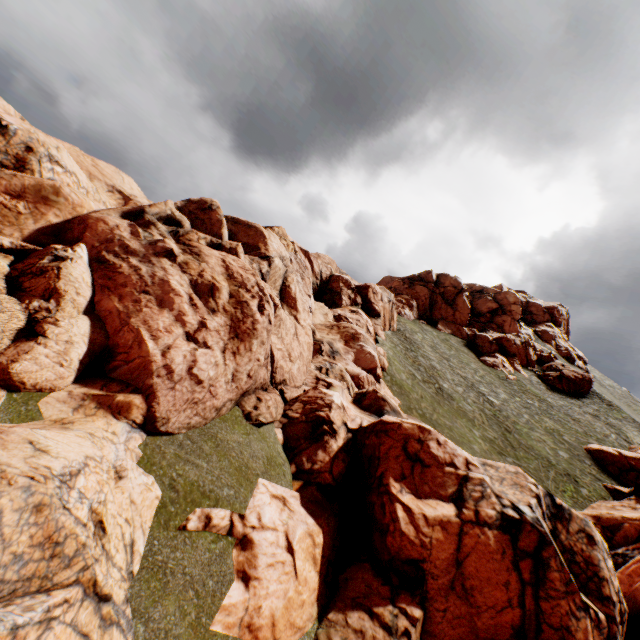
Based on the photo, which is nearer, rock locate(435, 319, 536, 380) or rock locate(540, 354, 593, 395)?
rock locate(540, 354, 593, 395)

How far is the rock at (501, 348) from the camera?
52.6 meters

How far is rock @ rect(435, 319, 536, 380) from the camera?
52.56m

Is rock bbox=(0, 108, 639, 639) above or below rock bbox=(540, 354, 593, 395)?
below

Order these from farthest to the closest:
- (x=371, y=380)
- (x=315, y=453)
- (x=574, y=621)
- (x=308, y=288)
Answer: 1. (x=308, y=288)
2. (x=371, y=380)
3. (x=315, y=453)
4. (x=574, y=621)
